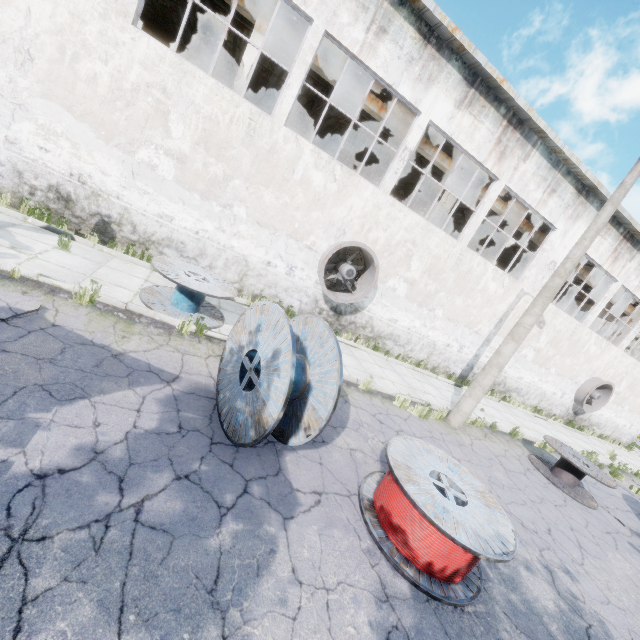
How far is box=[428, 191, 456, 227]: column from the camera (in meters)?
14.98

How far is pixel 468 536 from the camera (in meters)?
3.97

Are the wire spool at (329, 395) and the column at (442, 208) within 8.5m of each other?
no

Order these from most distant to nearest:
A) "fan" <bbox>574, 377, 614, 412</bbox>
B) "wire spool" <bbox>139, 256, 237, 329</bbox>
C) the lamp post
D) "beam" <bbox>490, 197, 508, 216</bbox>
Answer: "fan" <bbox>574, 377, 614, 412</bbox> < "beam" <bbox>490, 197, 508, 216</bbox> < the lamp post < "wire spool" <bbox>139, 256, 237, 329</bbox>

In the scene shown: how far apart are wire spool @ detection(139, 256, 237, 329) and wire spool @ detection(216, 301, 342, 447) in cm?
230

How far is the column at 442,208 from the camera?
14.98m

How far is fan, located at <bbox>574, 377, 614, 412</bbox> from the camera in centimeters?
1834cm

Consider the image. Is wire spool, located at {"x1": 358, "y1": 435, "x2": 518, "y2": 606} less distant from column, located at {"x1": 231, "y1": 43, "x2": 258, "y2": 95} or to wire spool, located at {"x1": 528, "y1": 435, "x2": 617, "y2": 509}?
wire spool, located at {"x1": 528, "y1": 435, "x2": 617, "y2": 509}
